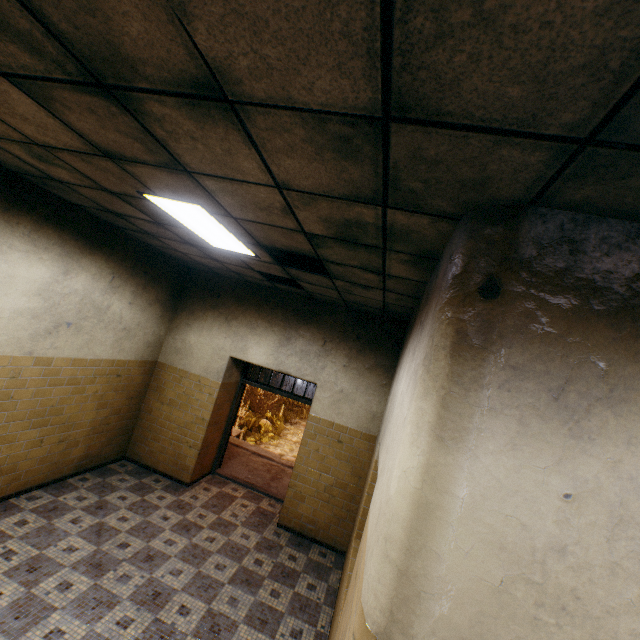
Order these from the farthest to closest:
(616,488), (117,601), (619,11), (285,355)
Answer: (285,355), (117,601), (616,488), (619,11)

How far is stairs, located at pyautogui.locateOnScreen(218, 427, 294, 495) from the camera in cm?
702

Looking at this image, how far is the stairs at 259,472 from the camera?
7.02m

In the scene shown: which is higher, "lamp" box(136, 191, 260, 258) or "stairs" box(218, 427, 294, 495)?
"lamp" box(136, 191, 260, 258)

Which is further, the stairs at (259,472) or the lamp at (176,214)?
the stairs at (259,472)

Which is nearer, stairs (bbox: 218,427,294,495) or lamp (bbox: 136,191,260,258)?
lamp (bbox: 136,191,260,258)

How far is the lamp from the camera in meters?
2.8 m
